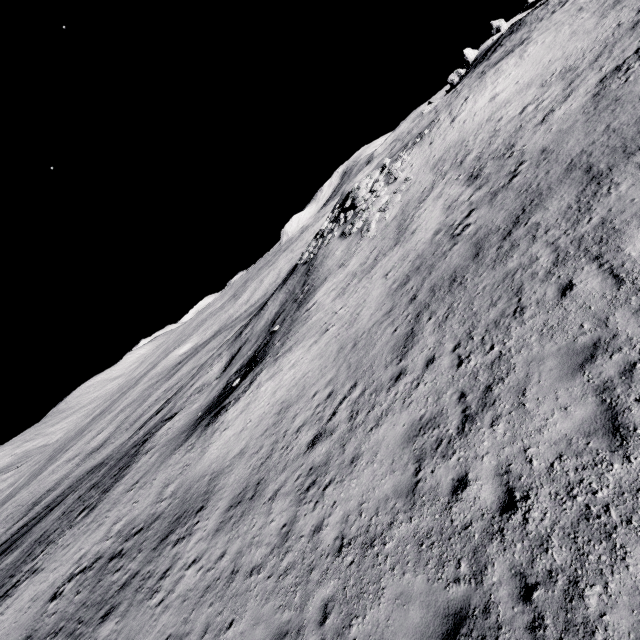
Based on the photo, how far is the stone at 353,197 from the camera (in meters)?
24.27

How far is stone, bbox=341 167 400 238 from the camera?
24.27m

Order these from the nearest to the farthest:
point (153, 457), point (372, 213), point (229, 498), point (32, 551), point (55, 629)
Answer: point (229, 498), point (55, 629), point (153, 457), point (372, 213), point (32, 551)
